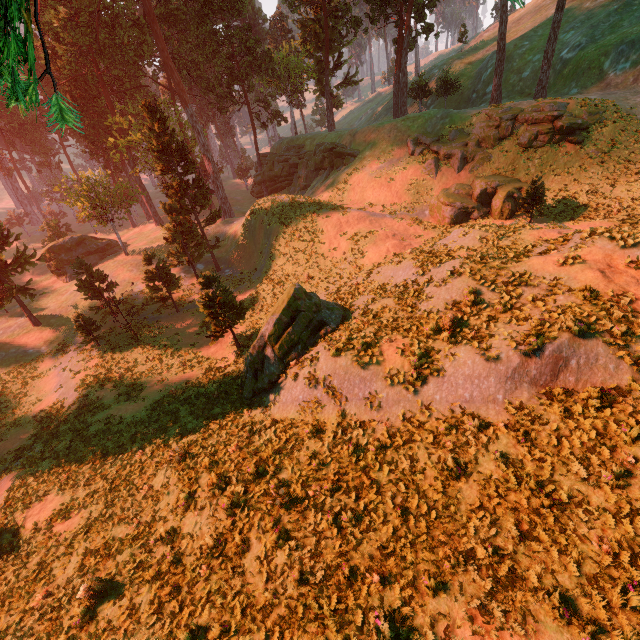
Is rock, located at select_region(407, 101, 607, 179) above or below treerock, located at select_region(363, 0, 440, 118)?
below

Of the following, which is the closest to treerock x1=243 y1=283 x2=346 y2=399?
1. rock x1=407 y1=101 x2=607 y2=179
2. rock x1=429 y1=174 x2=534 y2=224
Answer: rock x1=407 y1=101 x2=607 y2=179

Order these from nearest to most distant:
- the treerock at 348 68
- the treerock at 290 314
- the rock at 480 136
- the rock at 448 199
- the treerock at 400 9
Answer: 1. the treerock at 290 314
2. the rock at 480 136
3. the rock at 448 199
4. the treerock at 400 9
5. the treerock at 348 68

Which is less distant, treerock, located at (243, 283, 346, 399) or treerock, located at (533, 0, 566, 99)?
treerock, located at (243, 283, 346, 399)

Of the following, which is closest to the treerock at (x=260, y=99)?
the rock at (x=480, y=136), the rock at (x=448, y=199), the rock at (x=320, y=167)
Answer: the rock at (x=320, y=167)

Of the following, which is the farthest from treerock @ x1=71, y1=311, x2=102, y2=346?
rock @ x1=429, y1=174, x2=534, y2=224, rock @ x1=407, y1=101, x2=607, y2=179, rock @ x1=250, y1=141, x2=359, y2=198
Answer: rock @ x1=429, y1=174, x2=534, y2=224

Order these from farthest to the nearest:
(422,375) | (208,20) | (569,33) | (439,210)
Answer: (208,20) < (569,33) < (439,210) < (422,375)

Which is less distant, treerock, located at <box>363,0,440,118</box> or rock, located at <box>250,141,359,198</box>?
treerock, located at <box>363,0,440,118</box>
